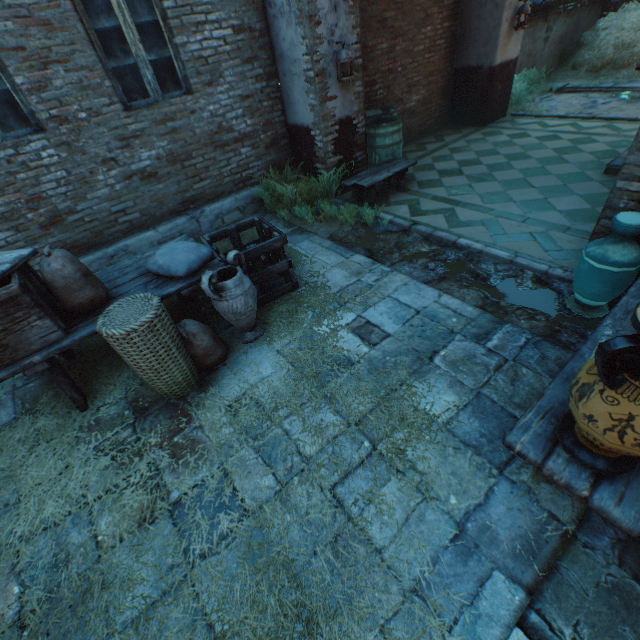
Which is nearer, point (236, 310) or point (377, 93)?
point (236, 310)

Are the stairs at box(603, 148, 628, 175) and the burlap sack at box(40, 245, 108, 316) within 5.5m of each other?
no

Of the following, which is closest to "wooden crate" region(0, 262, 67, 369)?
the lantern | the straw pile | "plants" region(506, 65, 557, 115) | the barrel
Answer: the lantern

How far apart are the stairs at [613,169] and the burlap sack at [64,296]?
7.14m

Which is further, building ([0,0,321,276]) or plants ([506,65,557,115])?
plants ([506,65,557,115])

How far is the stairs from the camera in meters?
4.9 m

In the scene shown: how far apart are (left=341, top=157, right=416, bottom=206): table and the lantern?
1.3m

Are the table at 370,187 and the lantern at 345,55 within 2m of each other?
yes
